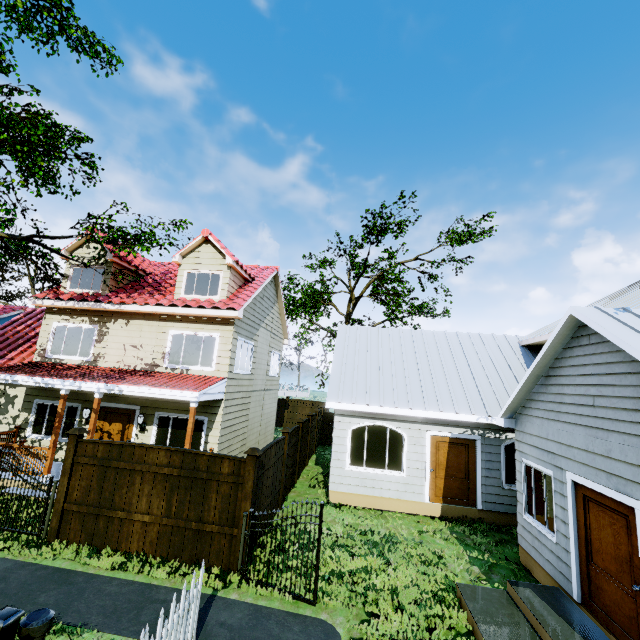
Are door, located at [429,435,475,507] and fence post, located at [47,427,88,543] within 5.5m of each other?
no

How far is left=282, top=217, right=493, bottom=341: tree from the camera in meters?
21.9 m

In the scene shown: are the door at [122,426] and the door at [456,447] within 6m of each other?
no

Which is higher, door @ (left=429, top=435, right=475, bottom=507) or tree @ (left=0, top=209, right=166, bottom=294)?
tree @ (left=0, top=209, right=166, bottom=294)

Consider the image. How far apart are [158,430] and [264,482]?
5.6 meters

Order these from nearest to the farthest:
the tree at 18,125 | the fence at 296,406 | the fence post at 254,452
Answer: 1. the fence post at 254,452
2. the tree at 18,125
3. the fence at 296,406

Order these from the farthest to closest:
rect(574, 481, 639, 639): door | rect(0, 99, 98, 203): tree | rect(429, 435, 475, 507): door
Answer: rect(429, 435, 475, 507): door
rect(0, 99, 98, 203): tree
rect(574, 481, 639, 639): door

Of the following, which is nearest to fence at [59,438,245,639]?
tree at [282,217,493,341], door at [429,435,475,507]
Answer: tree at [282,217,493,341]
